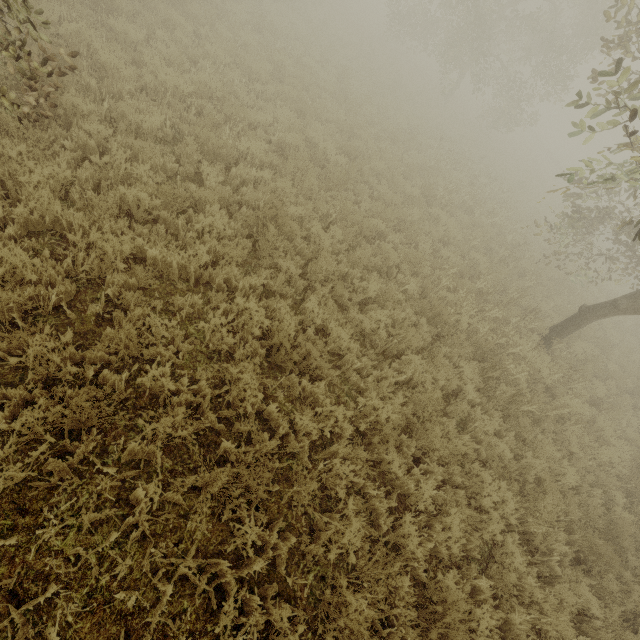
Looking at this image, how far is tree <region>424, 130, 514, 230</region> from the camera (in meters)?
11.34

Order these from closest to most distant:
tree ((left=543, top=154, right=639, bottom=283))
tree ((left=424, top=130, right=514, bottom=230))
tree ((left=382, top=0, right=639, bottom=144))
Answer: tree ((left=543, top=154, right=639, bottom=283)), tree ((left=382, top=0, right=639, bottom=144)), tree ((left=424, top=130, right=514, bottom=230))

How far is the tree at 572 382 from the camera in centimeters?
655cm

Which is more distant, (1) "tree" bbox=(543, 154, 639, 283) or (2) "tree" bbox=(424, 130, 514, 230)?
(2) "tree" bbox=(424, 130, 514, 230)

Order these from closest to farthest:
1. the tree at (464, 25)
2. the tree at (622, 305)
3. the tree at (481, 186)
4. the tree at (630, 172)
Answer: the tree at (630, 172)
the tree at (464, 25)
the tree at (622, 305)
the tree at (481, 186)

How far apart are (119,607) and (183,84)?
8.44m

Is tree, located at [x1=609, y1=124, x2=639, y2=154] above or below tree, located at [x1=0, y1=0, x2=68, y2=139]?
above
